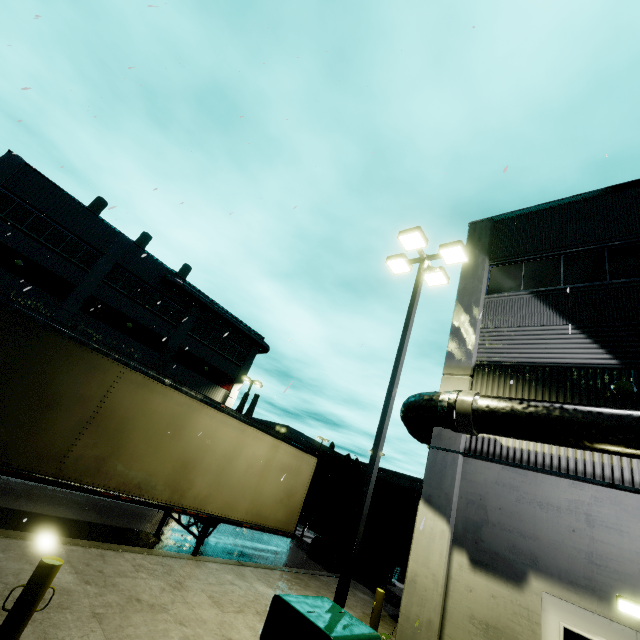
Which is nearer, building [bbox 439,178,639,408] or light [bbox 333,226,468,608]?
light [bbox 333,226,468,608]

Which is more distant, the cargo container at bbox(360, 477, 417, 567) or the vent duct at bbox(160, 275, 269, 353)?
the vent duct at bbox(160, 275, 269, 353)

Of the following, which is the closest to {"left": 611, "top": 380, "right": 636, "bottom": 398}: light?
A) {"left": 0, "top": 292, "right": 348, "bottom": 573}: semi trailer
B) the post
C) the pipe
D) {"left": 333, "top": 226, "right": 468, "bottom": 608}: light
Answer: the pipe

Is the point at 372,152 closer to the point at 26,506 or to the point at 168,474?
the point at 168,474

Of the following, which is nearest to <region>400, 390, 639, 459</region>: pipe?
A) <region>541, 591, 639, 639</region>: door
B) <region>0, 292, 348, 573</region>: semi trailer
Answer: <region>0, 292, 348, 573</region>: semi trailer

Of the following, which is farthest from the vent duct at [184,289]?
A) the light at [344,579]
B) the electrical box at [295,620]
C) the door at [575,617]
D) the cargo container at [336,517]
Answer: the door at [575,617]

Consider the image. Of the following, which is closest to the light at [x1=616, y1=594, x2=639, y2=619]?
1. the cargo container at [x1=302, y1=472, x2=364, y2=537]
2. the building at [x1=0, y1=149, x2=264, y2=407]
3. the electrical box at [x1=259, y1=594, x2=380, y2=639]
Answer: the building at [x1=0, y1=149, x2=264, y2=407]

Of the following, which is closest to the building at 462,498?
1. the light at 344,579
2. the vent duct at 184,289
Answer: the vent duct at 184,289
